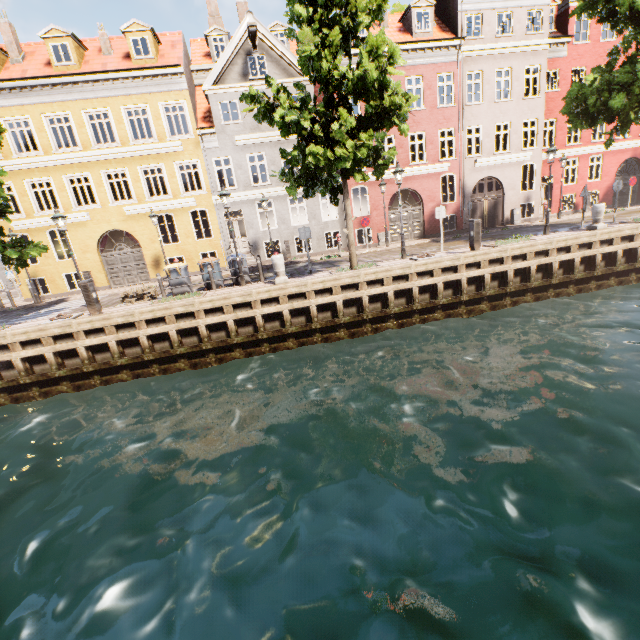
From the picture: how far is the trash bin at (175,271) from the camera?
13.0 meters

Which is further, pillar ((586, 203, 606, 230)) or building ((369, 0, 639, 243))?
building ((369, 0, 639, 243))

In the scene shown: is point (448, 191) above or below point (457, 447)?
above

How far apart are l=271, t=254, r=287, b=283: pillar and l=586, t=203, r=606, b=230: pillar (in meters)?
13.49

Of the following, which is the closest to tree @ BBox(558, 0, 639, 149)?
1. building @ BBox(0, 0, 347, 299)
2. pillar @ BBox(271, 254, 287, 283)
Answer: pillar @ BBox(271, 254, 287, 283)

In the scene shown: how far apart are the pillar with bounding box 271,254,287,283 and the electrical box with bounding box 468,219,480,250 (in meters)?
7.51

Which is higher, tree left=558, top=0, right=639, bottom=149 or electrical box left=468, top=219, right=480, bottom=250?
tree left=558, top=0, right=639, bottom=149

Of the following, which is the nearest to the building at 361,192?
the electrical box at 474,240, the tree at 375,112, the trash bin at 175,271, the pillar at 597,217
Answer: the tree at 375,112
